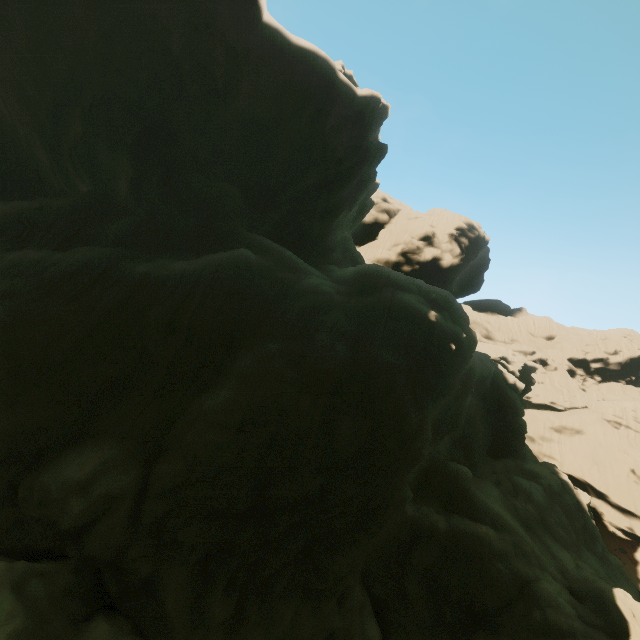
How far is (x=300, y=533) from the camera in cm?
1642
